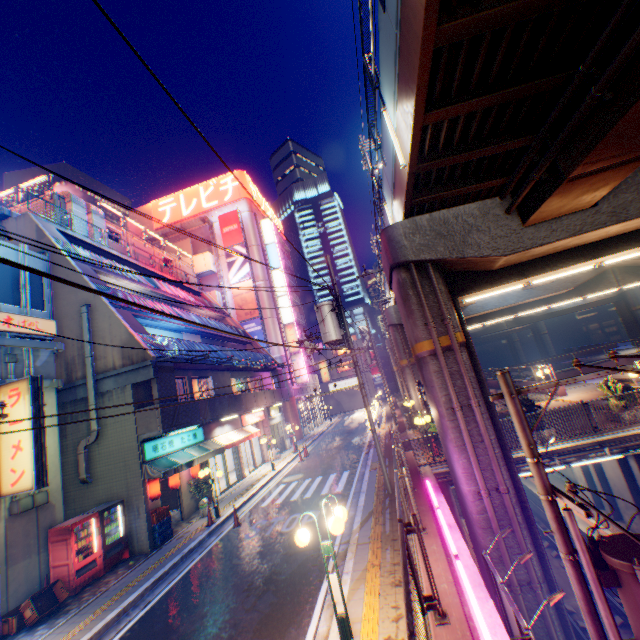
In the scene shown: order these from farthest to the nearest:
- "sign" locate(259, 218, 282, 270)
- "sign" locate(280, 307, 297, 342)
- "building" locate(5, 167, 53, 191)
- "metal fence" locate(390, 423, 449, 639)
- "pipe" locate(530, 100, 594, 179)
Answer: "building" locate(5, 167, 53, 191)
"sign" locate(259, 218, 282, 270)
"sign" locate(280, 307, 297, 342)
"pipe" locate(530, 100, 594, 179)
"metal fence" locate(390, 423, 449, 639)

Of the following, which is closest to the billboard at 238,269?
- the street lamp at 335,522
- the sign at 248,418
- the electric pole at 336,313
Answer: the sign at 248,418

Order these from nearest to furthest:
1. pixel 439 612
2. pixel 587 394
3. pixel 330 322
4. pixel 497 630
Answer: pixel 439 612, pixel 497 630, pixel 330 322, pixel 587 394

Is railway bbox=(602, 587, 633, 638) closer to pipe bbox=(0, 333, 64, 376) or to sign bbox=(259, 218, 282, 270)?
sign bbox=(259, 218, 282, 270)

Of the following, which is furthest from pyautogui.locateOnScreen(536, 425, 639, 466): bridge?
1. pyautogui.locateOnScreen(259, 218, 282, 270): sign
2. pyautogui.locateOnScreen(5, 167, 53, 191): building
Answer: pyautogui.locateOnScreen(5, 167, 53, 191): building

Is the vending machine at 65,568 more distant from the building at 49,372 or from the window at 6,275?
the window at 6,275

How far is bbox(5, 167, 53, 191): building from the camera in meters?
56.1 m

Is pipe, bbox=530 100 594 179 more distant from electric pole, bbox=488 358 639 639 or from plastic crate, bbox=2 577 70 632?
plastic crate, bbox=2 577 70 632
